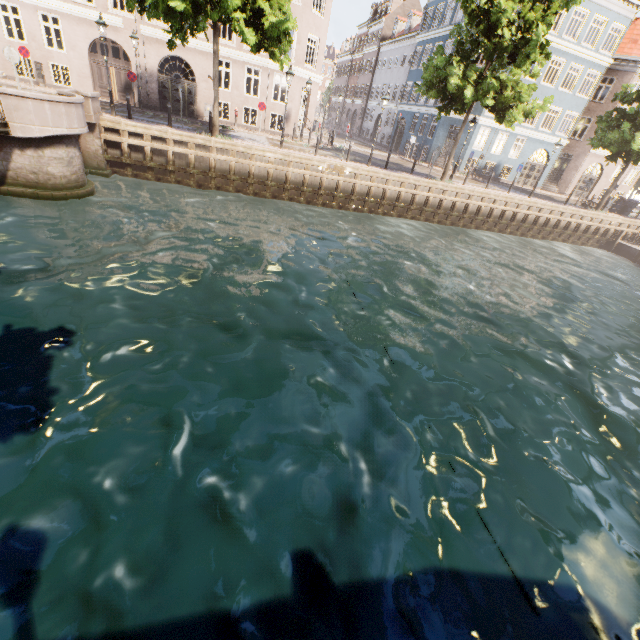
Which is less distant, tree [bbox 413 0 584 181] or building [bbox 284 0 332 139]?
tree [bbox 413 0 584 181]

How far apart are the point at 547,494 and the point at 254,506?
5.0 meters

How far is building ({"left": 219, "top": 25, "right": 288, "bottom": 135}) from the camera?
21.8m

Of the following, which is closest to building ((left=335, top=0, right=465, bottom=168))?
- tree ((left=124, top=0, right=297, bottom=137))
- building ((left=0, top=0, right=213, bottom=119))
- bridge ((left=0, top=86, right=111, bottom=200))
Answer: tree ((left=124, top=0, right=297, bottom=137))

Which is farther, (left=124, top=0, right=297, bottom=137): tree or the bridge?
(left=124, top=0, right=297, bottom=137): tree

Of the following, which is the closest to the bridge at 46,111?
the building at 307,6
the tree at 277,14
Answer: the tree at 277,14

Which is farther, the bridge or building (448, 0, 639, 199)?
building (448, 0, 639, 199)

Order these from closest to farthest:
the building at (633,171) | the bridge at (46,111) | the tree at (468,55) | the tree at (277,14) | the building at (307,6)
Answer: the bridge at (46,111) < the tree at (277,14) < the tree at (468,55) < the building at (307,6) < the building at (633,171)
